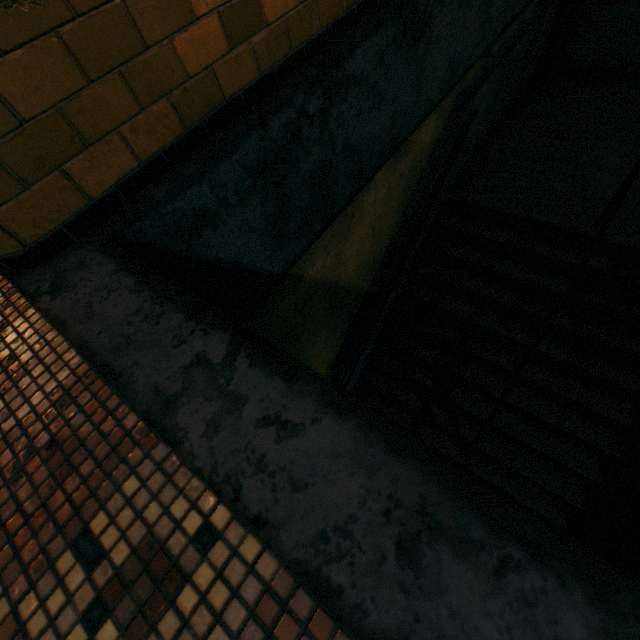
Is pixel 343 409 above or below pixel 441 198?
above
